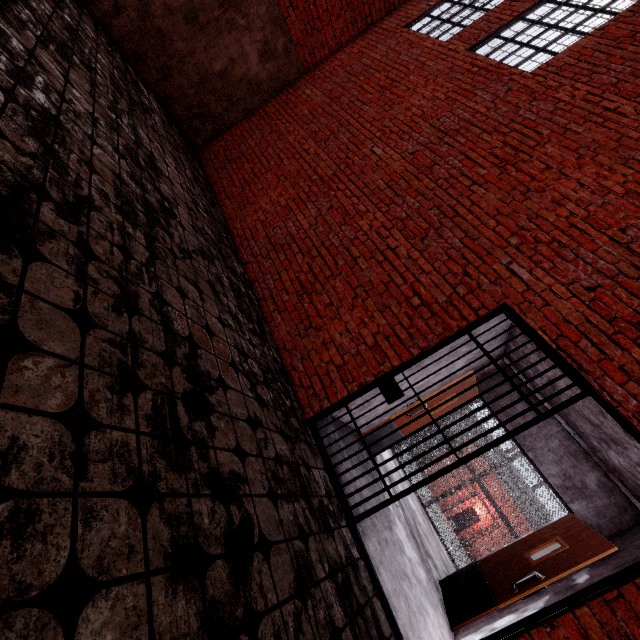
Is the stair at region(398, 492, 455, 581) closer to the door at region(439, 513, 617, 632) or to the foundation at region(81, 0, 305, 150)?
the door at region(439, 513, 617, 632)

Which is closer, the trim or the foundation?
the foundation

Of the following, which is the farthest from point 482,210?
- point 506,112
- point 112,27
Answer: point 112,27

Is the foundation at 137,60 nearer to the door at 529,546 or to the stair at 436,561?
the stair at 436,561

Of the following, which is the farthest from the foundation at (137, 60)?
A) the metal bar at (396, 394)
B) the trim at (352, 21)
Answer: the metal bar at (396, 394)

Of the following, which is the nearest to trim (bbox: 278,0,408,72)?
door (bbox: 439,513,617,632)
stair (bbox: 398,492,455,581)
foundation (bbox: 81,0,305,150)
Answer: foundation (bbox: 81,0,305,150)

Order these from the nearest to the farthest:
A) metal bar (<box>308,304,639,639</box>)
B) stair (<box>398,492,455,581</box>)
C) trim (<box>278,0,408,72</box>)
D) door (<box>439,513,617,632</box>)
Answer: metal bar (<box>308,304,639,639</box>) → door (<box>439,513,617,632</box>) → stair (<box>398,492,455,581</box>) → trim (<box>278,0,408,72</box>)

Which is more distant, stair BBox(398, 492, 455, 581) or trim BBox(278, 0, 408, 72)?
trim BBox(278, 0, 408, 72)
